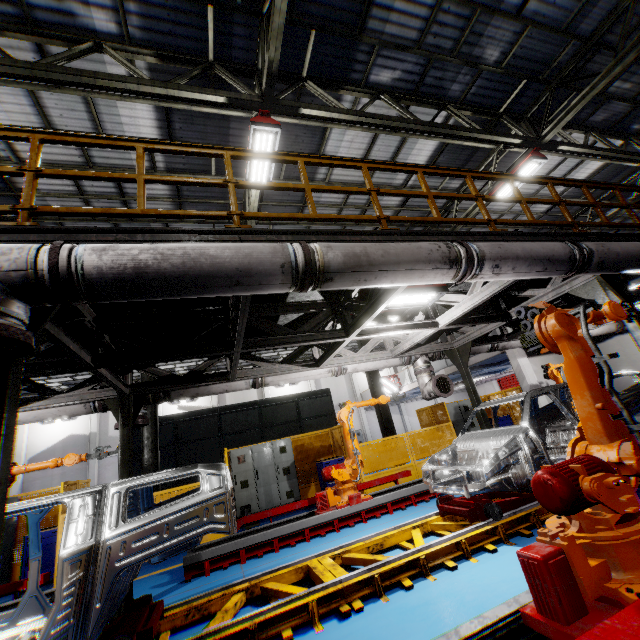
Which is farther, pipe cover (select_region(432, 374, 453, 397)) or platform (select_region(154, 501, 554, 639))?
pipe cover (select_region(432, 374, 453, 397))

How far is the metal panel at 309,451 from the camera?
11.4m

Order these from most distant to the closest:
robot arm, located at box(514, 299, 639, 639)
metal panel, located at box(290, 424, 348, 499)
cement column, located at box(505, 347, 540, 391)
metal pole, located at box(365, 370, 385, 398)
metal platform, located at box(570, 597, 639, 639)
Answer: cement column, located at box(505, 347, 540, 391), metal pole, located at box(365, 370, 385, 398), metal panel, located at box(290, 424, 348, 499), robot arm, located at box(514, 299, 639, 639), metal platform, located at box(570, 597, 639, 639)

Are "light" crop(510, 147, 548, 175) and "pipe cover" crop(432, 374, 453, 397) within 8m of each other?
yes

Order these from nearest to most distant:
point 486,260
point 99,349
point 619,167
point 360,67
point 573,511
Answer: point 573,511 < point 486,260 < point 99,349 < point 360,67 < point 619,167

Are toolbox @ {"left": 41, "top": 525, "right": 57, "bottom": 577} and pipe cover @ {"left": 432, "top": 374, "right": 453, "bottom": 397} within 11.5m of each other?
yes

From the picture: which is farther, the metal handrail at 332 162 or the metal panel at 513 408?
the metal panel at 513 408

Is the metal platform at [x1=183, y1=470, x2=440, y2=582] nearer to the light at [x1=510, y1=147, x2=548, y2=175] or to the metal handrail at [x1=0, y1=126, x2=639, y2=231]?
the metal handrail at [x1=0, y1=126, x2=639, y2=231]
